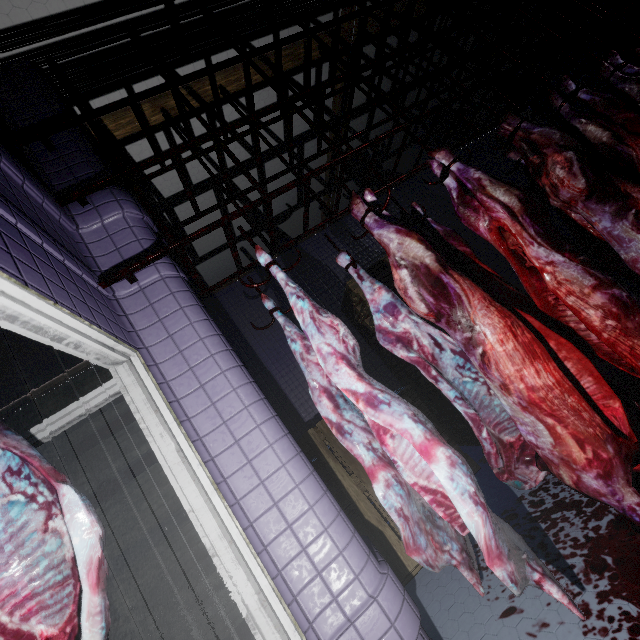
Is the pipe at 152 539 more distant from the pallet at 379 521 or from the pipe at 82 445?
the pipe at 82 445

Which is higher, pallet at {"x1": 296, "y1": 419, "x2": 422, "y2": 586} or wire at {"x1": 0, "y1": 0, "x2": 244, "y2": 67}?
wire at {"x1": 0, "y1": 0, "x2": 244, "y2": 67}

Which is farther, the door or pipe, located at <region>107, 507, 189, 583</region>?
pipe, located at <region>107, 507, 189, 583</region>

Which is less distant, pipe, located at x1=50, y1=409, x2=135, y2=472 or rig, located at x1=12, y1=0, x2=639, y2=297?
rig, located at x1=12, y1=0, x2=639, y2=297

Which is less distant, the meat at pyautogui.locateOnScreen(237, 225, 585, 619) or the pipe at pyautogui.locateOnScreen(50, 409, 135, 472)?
the meat at pyautogui.locateOnScreen(237, 225, 585, 619)

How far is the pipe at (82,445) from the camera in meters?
4.5 m

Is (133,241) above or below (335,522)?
above

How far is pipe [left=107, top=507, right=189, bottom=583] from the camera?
4.07m
